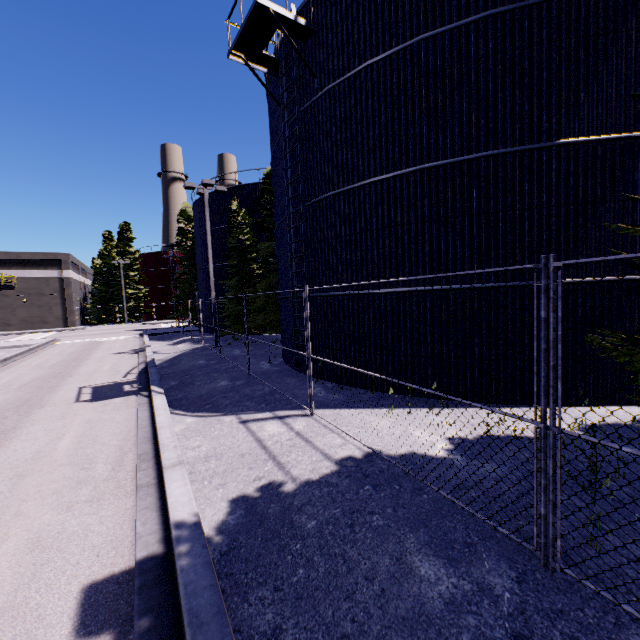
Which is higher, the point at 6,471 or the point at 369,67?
the point at 369,67

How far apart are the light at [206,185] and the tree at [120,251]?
41.8 meters

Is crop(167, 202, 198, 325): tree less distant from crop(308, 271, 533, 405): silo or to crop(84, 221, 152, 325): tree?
crop(308, 271, 533, 405): silo

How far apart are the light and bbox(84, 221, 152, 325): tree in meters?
41.8 m

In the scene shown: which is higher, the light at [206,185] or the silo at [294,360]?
the light at [206,185]

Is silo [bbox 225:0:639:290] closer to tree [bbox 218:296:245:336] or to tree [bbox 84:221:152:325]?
tree [bbox 218:296:245:336]

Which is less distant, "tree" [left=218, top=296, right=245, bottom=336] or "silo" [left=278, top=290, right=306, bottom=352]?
"silo" [left=278, top=290, right=306, bottom=352]

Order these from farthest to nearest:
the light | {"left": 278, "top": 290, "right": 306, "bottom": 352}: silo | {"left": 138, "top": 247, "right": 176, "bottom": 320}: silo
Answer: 1. {"left": 138, "top": 247, "right": 176, "bottom": 320}: silo
2. the light
3. {"left": 278, "top": 290, "right": 306, "bottom": 352}: silo
